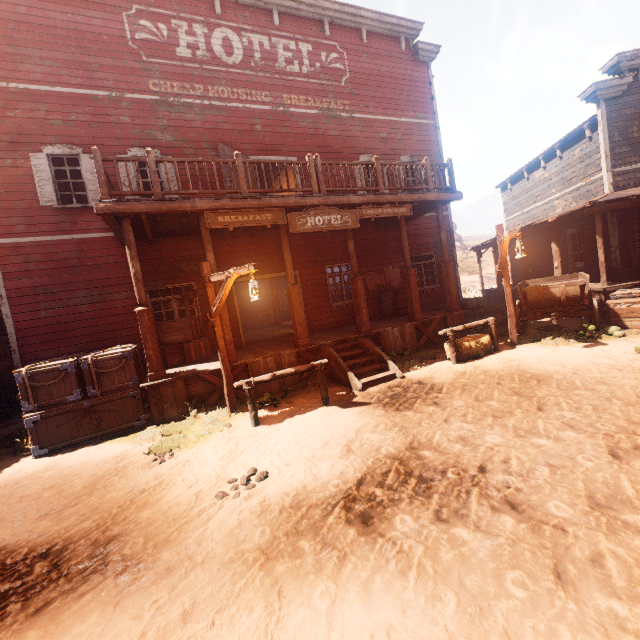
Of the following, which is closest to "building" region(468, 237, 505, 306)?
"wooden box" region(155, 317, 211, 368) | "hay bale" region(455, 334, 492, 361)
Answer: "wooden box" region(155, 317, 211, 368)

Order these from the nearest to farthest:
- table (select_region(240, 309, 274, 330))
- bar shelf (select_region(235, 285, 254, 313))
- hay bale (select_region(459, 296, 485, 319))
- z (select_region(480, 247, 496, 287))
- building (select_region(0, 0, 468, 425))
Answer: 1. building (select_region(0, 0, 468, 425))
2. hay bale (select_region(459, 296, 485, 319))
3. table (select_region(240, 309, 274, 330))
4. bar shelf (select_region(235, 285, 254, 313))
5. z (select_region(480, 247, 496, 287))

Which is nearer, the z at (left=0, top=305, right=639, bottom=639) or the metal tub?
the z at (left=0, top=305, right=639, bottom=639)

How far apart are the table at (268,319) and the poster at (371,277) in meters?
9.2 m

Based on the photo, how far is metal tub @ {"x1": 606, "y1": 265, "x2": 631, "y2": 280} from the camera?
11.34m

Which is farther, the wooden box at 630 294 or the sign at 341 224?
the wooden box at 630 294

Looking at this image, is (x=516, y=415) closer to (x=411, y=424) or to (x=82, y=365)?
(x=411, y=424)

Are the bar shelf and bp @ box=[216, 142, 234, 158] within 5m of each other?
no
